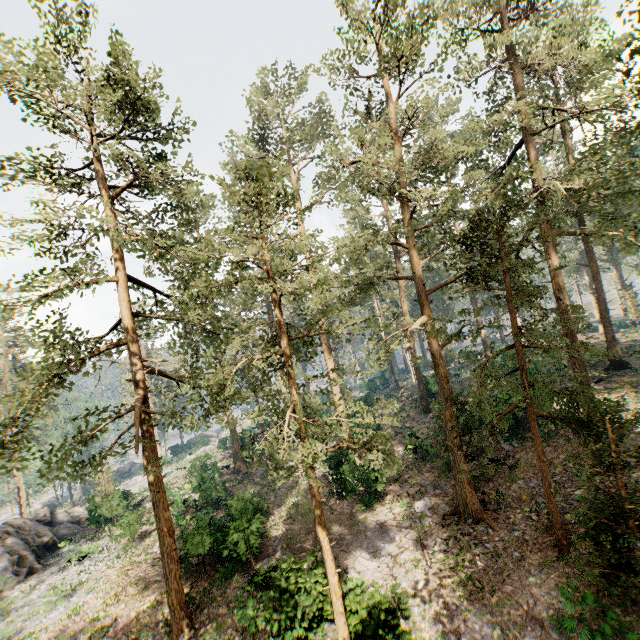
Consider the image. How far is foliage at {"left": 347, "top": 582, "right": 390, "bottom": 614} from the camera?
11.5m

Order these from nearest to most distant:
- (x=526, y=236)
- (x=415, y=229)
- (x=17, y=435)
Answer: (x=17, y=435), (x=415, y=229), (x=526, y=236)

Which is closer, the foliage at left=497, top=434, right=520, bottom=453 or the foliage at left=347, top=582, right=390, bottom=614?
the foliage at left=347, top=582, right=390, bottom=614

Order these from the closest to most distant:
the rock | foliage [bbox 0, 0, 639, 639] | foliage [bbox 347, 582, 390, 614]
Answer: foliage [bbox 0, 0, 639, 639] → foliage [bbox 347, 582, 390, 614] → the rock

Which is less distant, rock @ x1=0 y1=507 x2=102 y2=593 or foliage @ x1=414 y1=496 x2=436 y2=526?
foliage @ x1=414 y1=496 x2=436 y2=526

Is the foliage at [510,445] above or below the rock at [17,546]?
above

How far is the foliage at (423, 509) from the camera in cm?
1725
